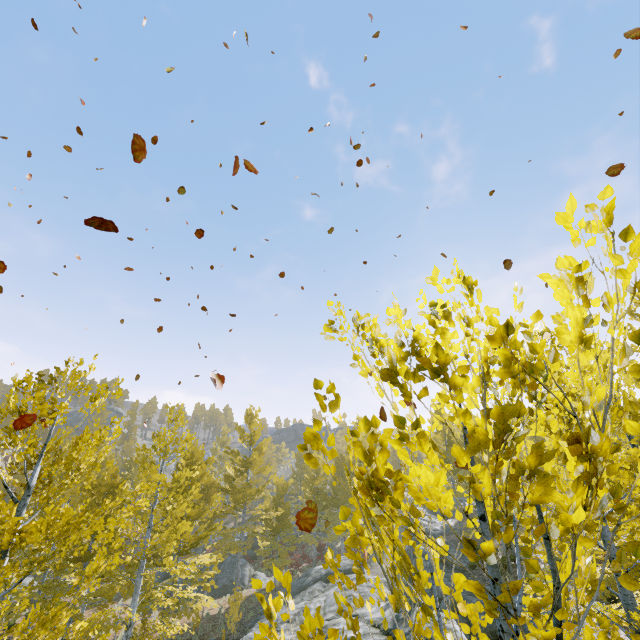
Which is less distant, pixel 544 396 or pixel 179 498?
pixel 544 396

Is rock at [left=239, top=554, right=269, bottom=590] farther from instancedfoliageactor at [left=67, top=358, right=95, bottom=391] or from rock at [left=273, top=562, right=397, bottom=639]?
rock at [left=273, top=562, right=397, bottom=639]

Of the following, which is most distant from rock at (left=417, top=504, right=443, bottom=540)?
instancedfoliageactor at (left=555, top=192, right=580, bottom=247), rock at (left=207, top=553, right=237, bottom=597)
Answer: → rock at (left=207, top=553, right=237, bottom=597)

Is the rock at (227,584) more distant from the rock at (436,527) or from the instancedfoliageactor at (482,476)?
the rock at (436,527)

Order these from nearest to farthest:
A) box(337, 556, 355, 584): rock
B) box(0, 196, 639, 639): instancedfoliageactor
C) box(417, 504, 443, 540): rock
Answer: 1. box(0, 196, 639, 639): instancedfoliageactor
2. box(337, 556, 355, 584): rock
3. box(417, 504, 443, 540): rock
